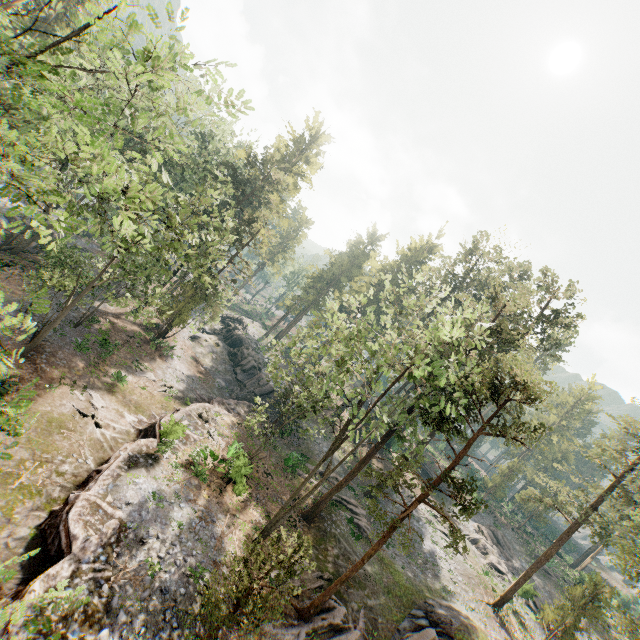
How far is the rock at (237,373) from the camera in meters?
40.2 m

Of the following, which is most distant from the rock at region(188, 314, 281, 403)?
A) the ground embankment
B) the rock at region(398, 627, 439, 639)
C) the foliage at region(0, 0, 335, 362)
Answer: the rock at region(398, 627, 439, 639)

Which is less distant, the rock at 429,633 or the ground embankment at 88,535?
the ground embankment at 88,535

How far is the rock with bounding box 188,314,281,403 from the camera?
40.2m

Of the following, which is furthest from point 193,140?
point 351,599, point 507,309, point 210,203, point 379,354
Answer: point 351,599

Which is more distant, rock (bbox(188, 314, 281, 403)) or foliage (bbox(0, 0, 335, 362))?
rock (bbox(188, 314, 281, 403))

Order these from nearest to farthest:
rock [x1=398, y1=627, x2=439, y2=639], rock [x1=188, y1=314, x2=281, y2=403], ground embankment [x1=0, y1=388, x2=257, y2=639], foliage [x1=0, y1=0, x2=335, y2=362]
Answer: foliage [x1=0, y1=0, x2=335, y2=362]
ground embankment [x1=0, y1=388, x2=257, y2=639]
rock [x1=398, y1=627, x2=439, y2=639]
rock [x1=188, y1=314, x2=281, y2=403]

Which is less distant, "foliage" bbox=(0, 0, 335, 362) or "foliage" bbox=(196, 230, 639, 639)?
"foliage" bbox=(0, 0, 335, 362)
